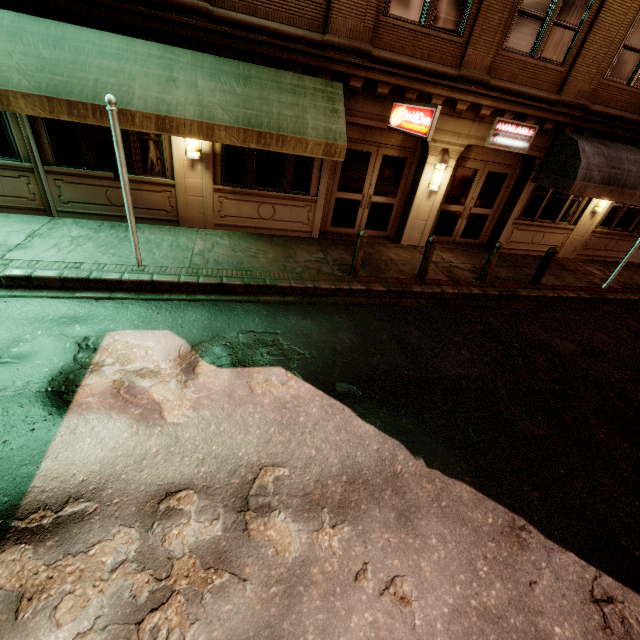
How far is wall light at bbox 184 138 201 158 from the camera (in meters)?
7.88

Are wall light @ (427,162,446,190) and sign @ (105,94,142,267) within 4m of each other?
no

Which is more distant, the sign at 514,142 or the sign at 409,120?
the sign at 514,142

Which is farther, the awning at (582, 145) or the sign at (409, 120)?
the awning at (582, 145)

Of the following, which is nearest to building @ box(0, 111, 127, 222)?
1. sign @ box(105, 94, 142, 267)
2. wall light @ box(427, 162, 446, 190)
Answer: wall light @ box(427, 162, 446, 190)

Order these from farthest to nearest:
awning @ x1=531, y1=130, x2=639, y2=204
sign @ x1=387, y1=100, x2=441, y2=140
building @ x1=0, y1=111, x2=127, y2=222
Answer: awning @ x1=531, y1=130, x2=639, y2=204
building @ x1=0, y1=111, x2=127, y2=222
sign @ x1=387, y1=100, x2=441, y2=140

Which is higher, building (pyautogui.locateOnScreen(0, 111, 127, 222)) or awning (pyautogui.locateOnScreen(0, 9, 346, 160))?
awning (pyautogui.locateOnScreen(0, 9, 346, 160))

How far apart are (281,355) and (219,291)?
2.50m
